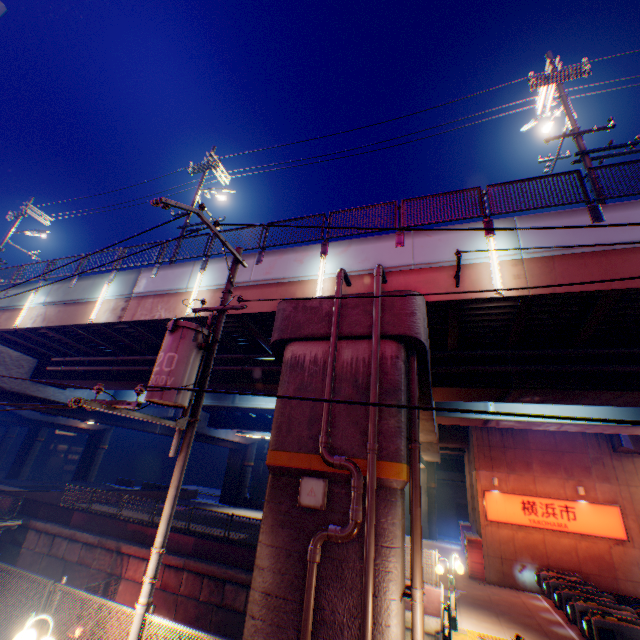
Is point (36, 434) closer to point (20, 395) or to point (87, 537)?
point (20, 395)

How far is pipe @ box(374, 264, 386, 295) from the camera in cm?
839

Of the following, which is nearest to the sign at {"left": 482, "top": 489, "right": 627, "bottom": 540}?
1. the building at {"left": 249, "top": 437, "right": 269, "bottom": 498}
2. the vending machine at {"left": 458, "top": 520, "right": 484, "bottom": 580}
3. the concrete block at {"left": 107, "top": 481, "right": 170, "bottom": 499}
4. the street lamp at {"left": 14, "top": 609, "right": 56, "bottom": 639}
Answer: the vending machine at {"left": 458, "top": 520, "right": 484, "bottom": 580}

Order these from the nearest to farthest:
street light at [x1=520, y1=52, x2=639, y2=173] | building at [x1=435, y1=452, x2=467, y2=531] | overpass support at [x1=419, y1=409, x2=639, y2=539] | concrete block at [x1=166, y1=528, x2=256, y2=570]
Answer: street light at [x1=520, y1=52, x2=639, y2=173] < overpass support at [x1=419, y1=409, x2=639, y2=539] < concrete block at [x1=166, y1=528, x2=256, y2=570] < building at [x1=435, y1=452, x2=467, y2=531]

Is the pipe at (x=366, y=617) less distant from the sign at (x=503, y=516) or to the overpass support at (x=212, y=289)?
the overpass support at (x=212, y=289)

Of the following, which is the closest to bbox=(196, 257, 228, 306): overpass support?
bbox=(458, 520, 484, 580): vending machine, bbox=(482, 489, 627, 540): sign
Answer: bbox=(482, 489, 627, 540): sign

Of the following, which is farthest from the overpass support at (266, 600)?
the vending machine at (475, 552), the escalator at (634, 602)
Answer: the escalator at (634, 602)

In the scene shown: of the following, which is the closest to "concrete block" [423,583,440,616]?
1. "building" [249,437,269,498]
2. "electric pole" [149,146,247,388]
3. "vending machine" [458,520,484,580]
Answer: "vending machine" [458,520,484,580]
